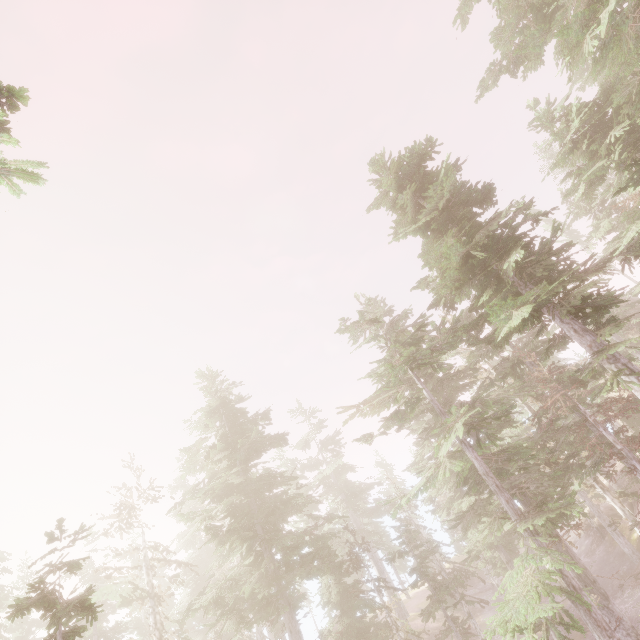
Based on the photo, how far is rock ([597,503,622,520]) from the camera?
30.4m

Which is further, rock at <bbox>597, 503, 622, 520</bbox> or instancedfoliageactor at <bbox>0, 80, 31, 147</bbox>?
rock at <bbox>597, 503, 622, 520</bbox>

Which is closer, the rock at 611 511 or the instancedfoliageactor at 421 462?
the instancedfoliageactor at 421 462

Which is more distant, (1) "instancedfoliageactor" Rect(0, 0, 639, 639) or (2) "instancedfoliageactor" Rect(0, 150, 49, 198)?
(1) "instancedfoliageactor" Rect(0, 0, 639, 639)

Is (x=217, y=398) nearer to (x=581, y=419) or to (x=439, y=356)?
(x=439, y=356)

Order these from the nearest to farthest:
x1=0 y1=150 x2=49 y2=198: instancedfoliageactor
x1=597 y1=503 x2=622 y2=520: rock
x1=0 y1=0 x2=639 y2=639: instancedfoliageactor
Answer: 1. x1=0 y1=150 x2=49 y2=198: instancedfoliageactor
2. x1=0 y1=0 x2=639 y2=639: instancedfoliageactor
3. x1=597 y1=503 x2=622 y2=520: rock

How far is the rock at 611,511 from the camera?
30.4m
